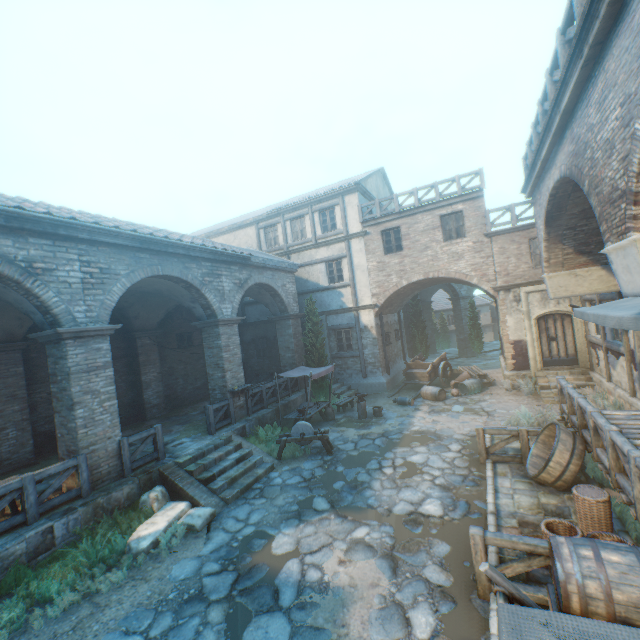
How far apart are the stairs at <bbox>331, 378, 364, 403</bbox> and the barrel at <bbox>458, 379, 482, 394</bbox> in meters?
4.8 m

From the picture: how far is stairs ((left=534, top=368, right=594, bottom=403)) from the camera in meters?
12.6 m

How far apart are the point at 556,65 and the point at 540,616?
7.9 meters

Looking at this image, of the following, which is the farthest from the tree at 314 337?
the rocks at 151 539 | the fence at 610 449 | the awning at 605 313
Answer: the awning at 605 313

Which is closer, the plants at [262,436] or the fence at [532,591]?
the fence at [532,591]

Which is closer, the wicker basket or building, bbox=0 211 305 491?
the wicker basket

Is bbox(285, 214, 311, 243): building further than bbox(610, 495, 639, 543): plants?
Yes

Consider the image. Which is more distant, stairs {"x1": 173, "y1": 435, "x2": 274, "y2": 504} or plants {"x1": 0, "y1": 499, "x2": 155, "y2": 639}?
stairs {"x1": 173, "y1": 435, "x2": 274, "y2": 504}
